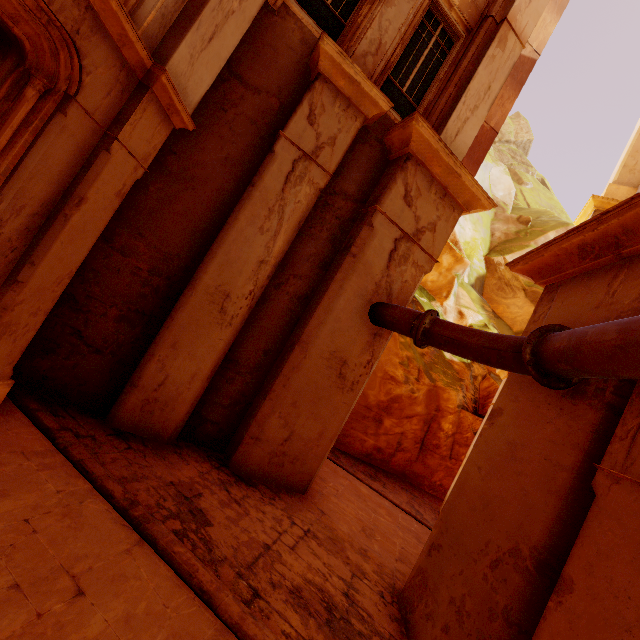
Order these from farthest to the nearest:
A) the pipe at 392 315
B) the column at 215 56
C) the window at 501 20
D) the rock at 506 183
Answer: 1. the rock at 506 183
2. the window at 501 20
3. the column at 215 56
4. the pipe at 392 315

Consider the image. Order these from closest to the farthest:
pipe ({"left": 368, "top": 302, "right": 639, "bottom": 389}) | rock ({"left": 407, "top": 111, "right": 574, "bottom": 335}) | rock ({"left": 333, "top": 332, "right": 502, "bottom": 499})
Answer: pipe ({"left": 368, "top": 302, "right": 639, "bottom": 389}) → rock ({"left": 333, "top": 332, "right": 502, "bottom": 499}) → rock ({"left": 407, "top": 111, "right": 574, "bottom": 335})

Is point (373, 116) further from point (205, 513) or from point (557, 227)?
point (557, 227)

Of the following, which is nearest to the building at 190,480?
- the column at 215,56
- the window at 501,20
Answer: the column at 215,56

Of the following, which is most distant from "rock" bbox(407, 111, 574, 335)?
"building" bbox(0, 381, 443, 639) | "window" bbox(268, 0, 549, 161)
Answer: "window" bbox(268, 0, 549, 161)

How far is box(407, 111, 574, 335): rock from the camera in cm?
1576

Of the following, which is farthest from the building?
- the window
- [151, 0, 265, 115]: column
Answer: the window
